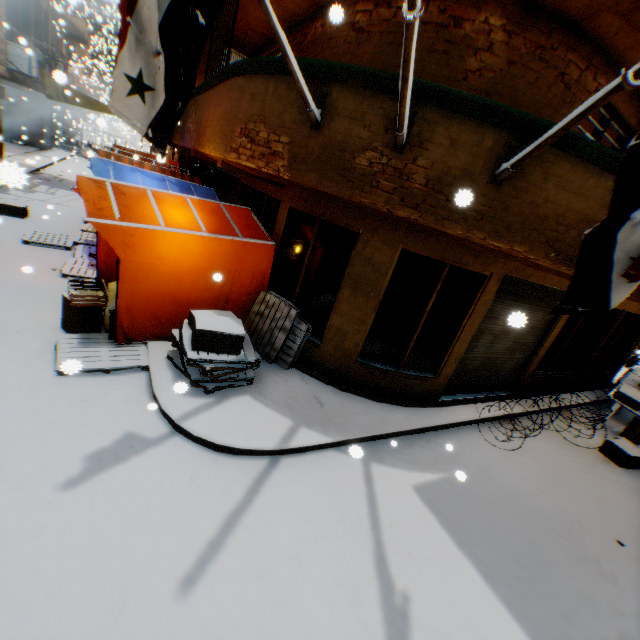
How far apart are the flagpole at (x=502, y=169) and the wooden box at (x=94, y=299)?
6.0m

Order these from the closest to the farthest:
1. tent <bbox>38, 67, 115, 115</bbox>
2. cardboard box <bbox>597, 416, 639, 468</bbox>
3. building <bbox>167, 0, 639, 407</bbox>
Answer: building <bbox>167, 0, 639, 407</bbox> < cardboard box <bbox>597, 416, 639, 468</bbox> < tent <bbox>38, 67, 115, 115</bbox>

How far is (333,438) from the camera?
5.0 meters

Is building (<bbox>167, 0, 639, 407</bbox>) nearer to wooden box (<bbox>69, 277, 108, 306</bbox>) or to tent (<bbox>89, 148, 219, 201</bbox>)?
tent (<bbox>89, 148, 219, 201</bbox>)

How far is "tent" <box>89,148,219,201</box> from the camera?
7.98m

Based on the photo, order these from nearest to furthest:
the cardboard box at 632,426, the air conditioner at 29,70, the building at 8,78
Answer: the cardboard box at 632,426 < the building at 8,78 < the air conditioner at 29,70

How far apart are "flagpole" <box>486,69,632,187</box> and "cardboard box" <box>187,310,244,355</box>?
3.2 meters
